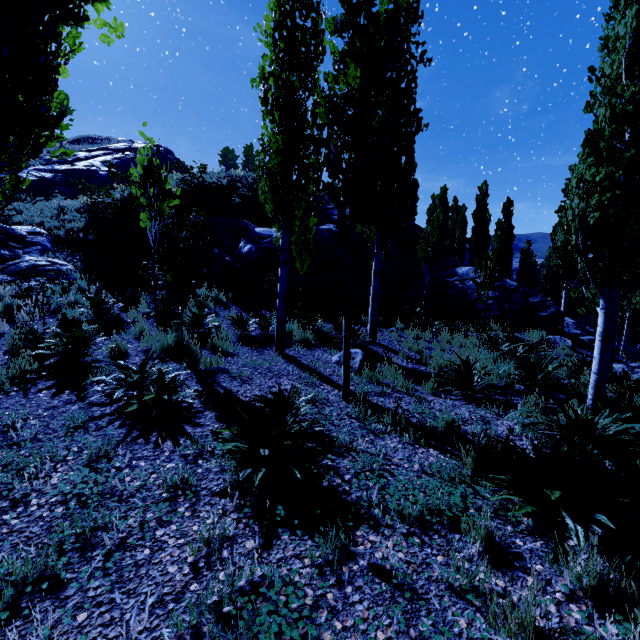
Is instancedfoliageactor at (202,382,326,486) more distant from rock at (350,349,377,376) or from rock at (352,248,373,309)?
rock at (350,349,377,376)

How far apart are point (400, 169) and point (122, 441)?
5.47m

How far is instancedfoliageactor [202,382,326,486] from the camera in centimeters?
301cm

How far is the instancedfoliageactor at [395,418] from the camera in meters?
4.3 m

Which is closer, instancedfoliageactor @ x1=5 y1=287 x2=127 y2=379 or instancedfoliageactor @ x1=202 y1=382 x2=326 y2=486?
instancedfoliageactor @ x1=202 y1=382 x2=326 y2=486

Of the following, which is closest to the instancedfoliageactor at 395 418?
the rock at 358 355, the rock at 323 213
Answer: the rock at 323 213
